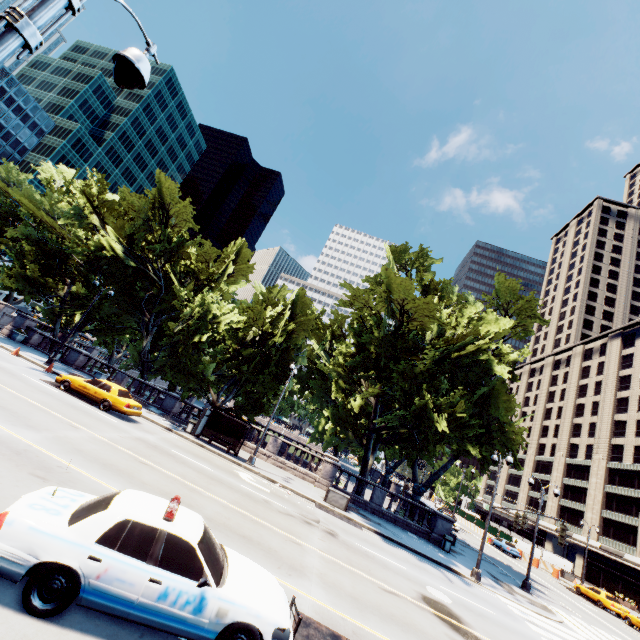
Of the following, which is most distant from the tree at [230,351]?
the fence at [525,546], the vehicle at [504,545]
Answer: the fence at [525,546]

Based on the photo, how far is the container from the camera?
20.62m

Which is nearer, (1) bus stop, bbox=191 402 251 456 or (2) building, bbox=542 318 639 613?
(1) bus stop, bbox=191 402 251 456

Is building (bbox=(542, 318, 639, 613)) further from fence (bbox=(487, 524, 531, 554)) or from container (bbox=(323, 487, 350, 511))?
container (bbox=(323, 487, 350, 511))

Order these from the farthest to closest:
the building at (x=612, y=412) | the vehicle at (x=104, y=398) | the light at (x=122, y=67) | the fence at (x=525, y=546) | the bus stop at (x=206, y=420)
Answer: the building at (x=612, y=412) < the fence at (x=525, y=546) < the bus stop at (x=206, y=420) < the vehicle at (x=104, y=398) < the light at (x=122, y=67)

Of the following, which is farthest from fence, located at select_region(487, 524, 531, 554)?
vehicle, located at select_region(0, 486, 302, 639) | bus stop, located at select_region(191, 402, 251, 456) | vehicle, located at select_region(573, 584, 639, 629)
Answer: vehicle, located at select_region(0, 486, 302, 639)

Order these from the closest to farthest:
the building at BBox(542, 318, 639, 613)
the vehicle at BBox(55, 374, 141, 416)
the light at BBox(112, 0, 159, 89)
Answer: the light at BBox(112, 0, 159, 89), the vehicle at BBox(55, 374, 141, 416), the building at BBox(542, 318, 639, 613)

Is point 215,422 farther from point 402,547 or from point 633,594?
point 633,594
